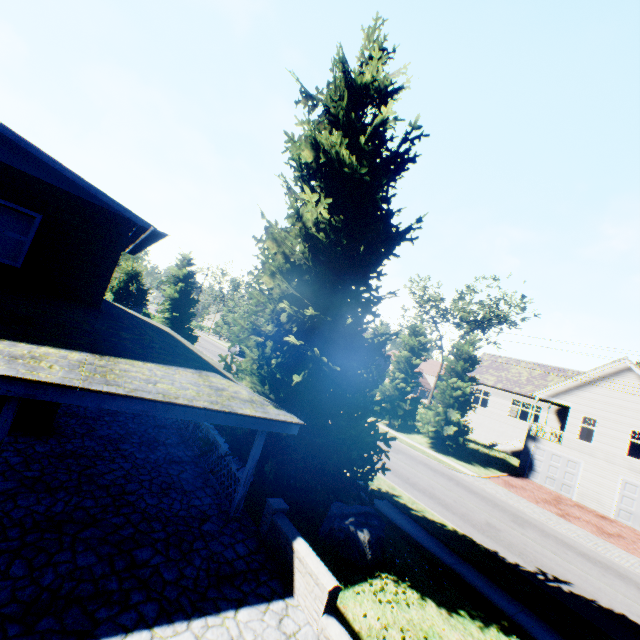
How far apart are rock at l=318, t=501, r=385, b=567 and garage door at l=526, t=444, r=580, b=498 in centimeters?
2309cm

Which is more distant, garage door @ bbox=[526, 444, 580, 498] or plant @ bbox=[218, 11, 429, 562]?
garage door @ bbox=[526, 444, 580, 498]

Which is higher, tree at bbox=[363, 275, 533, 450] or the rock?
tree at bbox=[363, 275, 533, 450]

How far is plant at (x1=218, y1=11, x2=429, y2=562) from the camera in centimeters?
914cm

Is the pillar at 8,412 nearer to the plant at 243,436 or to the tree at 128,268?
the plant at 243,436

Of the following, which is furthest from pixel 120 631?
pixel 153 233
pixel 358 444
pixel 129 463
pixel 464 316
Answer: pixel 464 316

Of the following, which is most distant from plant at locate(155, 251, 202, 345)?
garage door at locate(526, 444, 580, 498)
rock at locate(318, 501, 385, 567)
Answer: garage door at locate(526, 444, 580, 498)

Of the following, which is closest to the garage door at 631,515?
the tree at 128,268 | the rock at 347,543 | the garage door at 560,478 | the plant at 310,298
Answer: the garage door at 560,478
